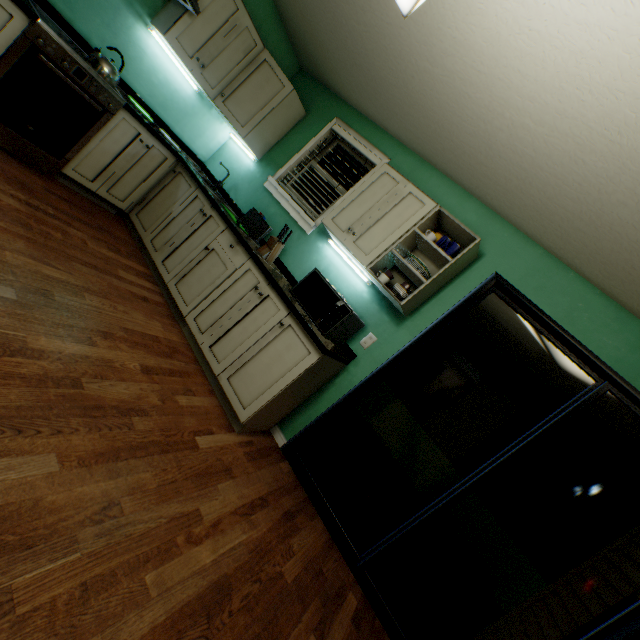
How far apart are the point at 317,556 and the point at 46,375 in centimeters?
183cm

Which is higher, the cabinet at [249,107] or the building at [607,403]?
the building at [607,403]

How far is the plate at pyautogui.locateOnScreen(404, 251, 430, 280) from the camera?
2.3m

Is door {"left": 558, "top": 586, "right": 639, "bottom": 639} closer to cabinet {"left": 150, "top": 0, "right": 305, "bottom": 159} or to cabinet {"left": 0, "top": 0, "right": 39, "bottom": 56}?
cabinet {"left": 150, "top": 0, "right": 305, "bottom": 159}

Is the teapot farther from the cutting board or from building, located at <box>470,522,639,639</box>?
building, located at <box>470,522,639,639</box>

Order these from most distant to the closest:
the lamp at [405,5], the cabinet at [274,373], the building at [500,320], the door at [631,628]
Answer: the building at [500,320], the cabinet at [274,373], the door at [631,628], the lamp at [405,5]

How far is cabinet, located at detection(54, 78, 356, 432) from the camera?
2.22m

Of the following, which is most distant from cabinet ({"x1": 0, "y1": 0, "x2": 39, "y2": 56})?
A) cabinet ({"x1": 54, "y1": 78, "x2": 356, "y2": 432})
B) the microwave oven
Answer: the microwave oven
